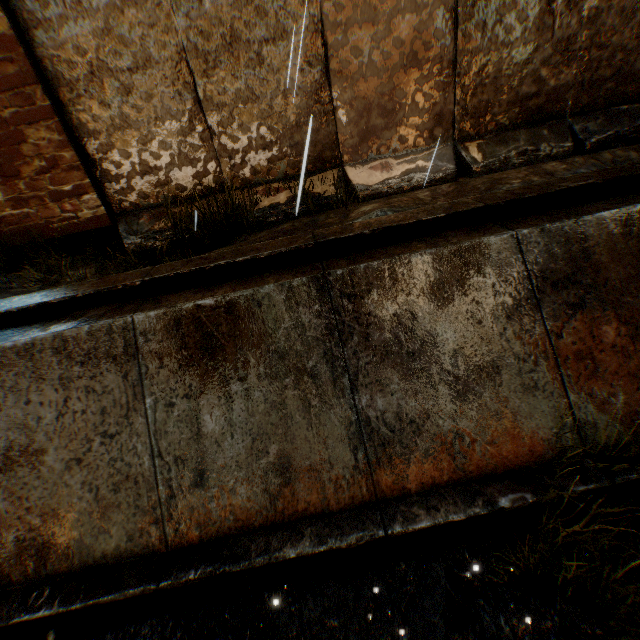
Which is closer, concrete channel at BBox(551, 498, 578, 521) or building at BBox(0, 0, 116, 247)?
concrete channel at BBox(551, 498, 578, 521)

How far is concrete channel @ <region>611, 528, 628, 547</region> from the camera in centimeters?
291cm

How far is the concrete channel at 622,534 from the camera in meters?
2.9

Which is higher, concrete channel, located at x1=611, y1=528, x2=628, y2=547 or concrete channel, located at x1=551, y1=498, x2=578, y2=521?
concrete channel, located at x1=551, y1=498, x2=578, y2=521

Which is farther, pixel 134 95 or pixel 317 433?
pixel 134 95
